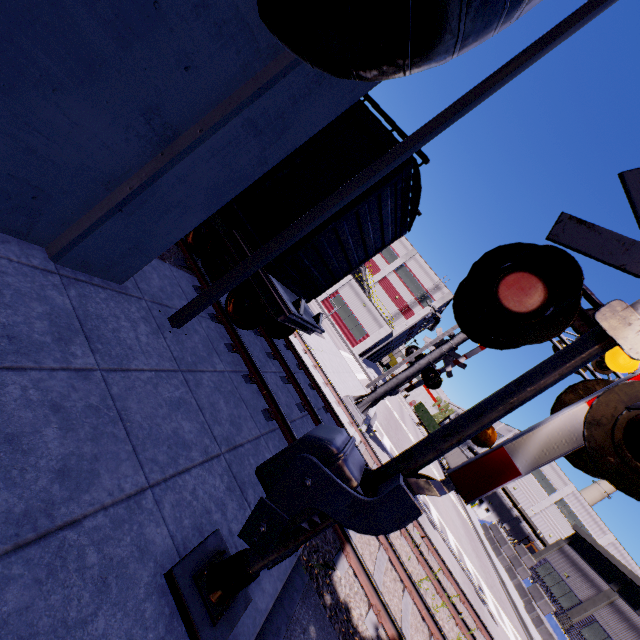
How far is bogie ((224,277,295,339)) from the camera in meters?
6.4 m

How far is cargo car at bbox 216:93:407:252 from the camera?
6.14m

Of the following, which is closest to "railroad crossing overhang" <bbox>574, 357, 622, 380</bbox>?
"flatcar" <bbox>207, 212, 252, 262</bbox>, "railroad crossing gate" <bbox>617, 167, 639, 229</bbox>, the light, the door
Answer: "railroad crossing gate" <bbox>617, 167, 639, 229</bbox>

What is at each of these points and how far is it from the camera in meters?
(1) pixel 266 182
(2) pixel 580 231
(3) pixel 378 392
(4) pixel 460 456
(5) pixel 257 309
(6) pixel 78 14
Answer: (1) cargo car, 6.5 m
(2) railroad crossing gate, 2.6 m
(3) railroad crossing overhang, 13.0 m
(4) semi trailer, 44.8 m
(5) bogie, 6.5 m
(6) building, 2.3 m

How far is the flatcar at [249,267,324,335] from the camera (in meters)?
6.12

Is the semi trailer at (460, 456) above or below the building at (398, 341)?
below

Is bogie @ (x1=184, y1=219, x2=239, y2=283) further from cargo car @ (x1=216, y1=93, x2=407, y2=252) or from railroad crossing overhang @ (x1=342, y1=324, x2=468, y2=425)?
railroad crossing overhang @ (x1=342, y1=324, x2=468, y2=425)

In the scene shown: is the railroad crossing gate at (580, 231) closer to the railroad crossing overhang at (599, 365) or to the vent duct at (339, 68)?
the railroad crossing overhang at (599, 365)
